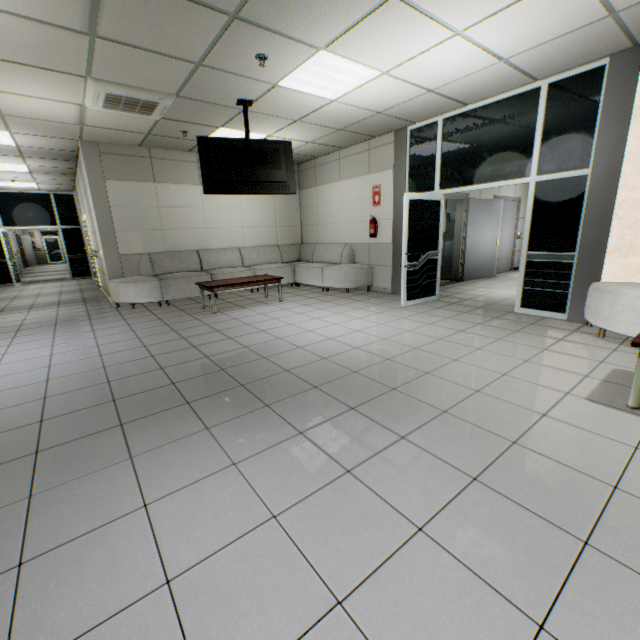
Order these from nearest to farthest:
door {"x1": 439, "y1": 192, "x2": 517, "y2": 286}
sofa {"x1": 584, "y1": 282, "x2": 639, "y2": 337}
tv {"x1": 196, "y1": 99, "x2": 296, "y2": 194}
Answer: sofa {"x1": 584, "y1": 282, "x2": 639, "y2": 337}
tv {"x1": 196, "y1": 99, "x2": 296, "y2": 194}
door {"x1": 439, "y1": 192, "x2": 517, "y2": 286}

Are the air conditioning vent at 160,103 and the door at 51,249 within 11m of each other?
no

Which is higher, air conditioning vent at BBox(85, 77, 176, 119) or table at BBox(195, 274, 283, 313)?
air conditioning vent at BBox(85, 77, 176, 119)

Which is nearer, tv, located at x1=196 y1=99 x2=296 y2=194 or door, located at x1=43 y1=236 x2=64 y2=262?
tv, located at x1=196 y1=99 x2=296 y2=194

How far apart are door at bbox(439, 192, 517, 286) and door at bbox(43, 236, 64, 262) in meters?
28.5 m

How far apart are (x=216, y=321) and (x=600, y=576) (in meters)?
5.17

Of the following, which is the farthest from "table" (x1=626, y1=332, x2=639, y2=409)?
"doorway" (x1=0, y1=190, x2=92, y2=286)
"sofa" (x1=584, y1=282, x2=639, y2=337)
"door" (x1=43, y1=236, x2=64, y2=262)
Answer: "door" (x1=43, y1=236, x2=64, y2=262)

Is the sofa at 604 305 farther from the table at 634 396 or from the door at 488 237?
the door at 488 237
